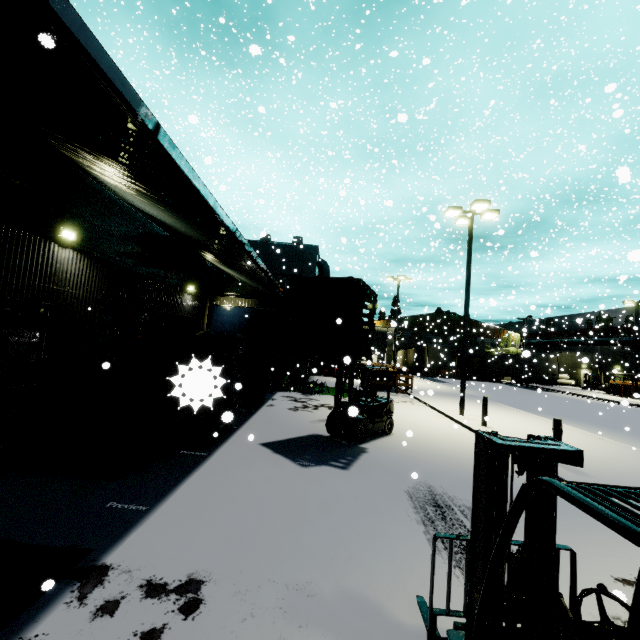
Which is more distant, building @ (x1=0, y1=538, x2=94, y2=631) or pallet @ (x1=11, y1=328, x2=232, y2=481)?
pallet @ (x1=11, y1=328, x2=232, y2=481)

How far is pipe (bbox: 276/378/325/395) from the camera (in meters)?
18.12

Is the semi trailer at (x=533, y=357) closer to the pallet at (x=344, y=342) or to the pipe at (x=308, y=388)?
the pallet at (x=344, y=342)

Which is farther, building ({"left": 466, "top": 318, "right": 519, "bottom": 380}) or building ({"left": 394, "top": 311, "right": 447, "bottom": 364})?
building ({"left": 466, "top": 318, "right": 519, "bottom": 380})

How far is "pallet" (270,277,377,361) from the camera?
7.8m

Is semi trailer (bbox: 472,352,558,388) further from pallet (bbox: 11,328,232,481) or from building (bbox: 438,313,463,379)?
pallet (bbox: 11,328,232,481)

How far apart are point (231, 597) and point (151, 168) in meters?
6.5

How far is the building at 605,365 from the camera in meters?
39.8
